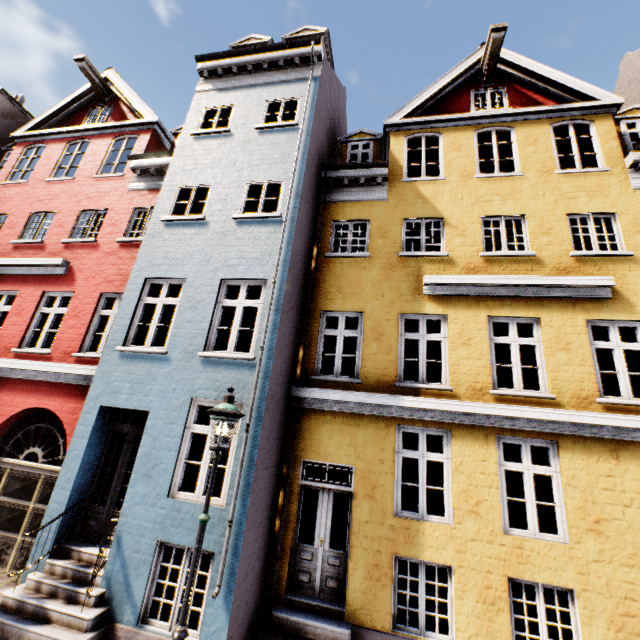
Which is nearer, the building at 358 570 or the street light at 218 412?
the street light at 218 412

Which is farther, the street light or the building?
the building

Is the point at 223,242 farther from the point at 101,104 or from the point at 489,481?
the point at 101,104
